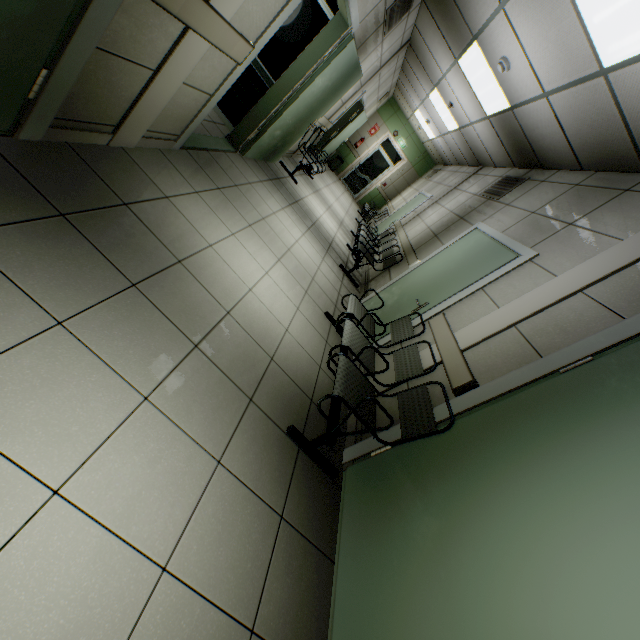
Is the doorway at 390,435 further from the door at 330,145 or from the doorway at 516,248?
the door at 330,145

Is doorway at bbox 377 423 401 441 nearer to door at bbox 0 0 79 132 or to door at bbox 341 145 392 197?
door at bbox 0 0 79 132

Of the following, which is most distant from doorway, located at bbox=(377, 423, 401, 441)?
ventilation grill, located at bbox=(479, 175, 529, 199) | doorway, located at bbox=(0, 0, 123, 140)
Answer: ventilation grill, located at bbox=(479, 175, 529, 199)

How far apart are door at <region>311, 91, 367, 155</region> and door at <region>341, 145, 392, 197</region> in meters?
3.8

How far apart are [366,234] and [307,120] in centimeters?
280cm

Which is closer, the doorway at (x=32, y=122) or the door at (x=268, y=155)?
the doorway at (x=32, y=122)

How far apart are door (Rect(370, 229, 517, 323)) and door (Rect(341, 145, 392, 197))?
9.78m

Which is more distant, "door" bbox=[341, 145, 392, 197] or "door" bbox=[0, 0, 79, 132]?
"door" bbox=[341, 145, 392, 197]
